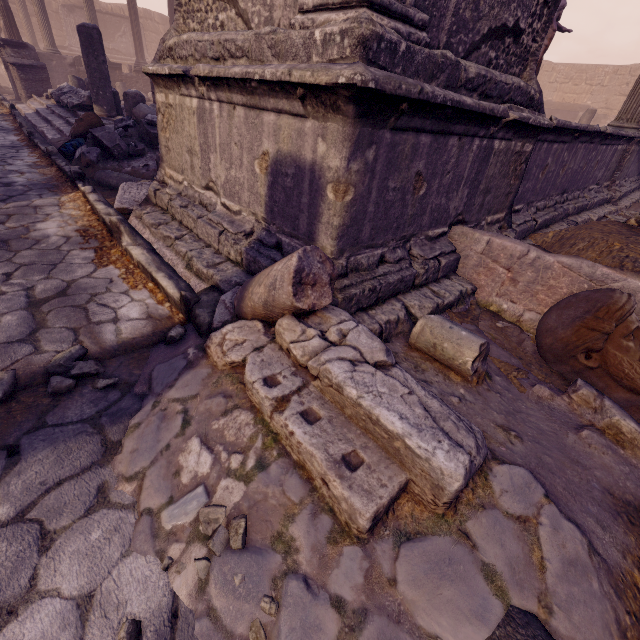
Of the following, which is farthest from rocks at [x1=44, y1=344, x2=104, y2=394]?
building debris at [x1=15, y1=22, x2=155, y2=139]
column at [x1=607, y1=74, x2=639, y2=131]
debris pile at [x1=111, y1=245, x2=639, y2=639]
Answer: column at [x1=607, y1=74, x2=639, y2=131]

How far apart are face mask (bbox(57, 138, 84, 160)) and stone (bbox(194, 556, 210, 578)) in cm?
749

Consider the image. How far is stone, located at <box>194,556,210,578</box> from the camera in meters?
1.2 m

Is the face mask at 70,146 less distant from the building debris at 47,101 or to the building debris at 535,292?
the building debris at 47,101

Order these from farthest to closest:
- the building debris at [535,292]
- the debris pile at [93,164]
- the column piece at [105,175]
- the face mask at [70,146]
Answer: the face mask at [70,146] < the debris pile at [93,164] < the column piece at [105,175] < the building debris at [535,292]

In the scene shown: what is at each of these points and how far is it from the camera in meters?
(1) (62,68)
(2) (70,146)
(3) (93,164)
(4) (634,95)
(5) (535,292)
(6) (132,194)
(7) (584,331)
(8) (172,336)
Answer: (1) relief sculpture, 14.0 m
(2) face mask, 6.1 m
(3) debris pile, 5.6 m
(4) column, 6.5 m
(5) building debris, 2.6 m
(6) debris pile, 4.1 m
(7) sculpture, 1.9 m
(8) rocks, 2.2 m

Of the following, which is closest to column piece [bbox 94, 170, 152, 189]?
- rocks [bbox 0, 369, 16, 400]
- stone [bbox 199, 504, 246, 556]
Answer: rocks [bbox 0, 369, 16, 400]

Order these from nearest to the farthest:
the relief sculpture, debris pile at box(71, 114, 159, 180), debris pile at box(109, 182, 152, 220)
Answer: debris pile at box(109, 182, 152, 220)
debris pile at box(71, 114, 159, 180)
the relief sculpture
